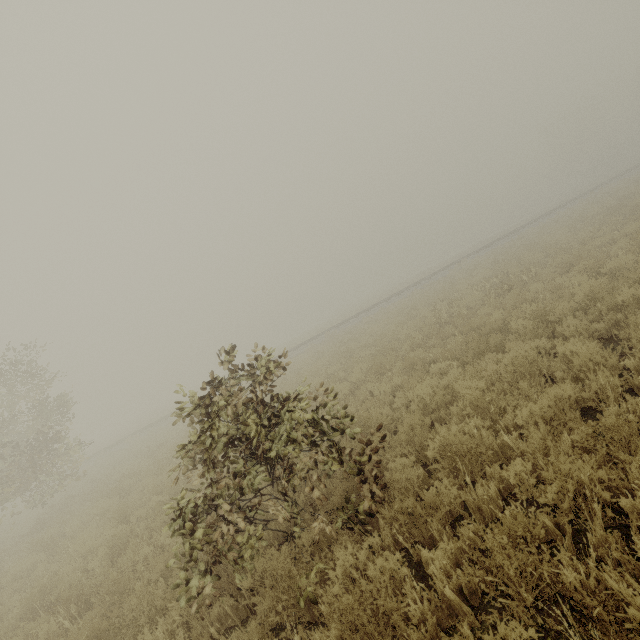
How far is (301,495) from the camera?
5.3m
